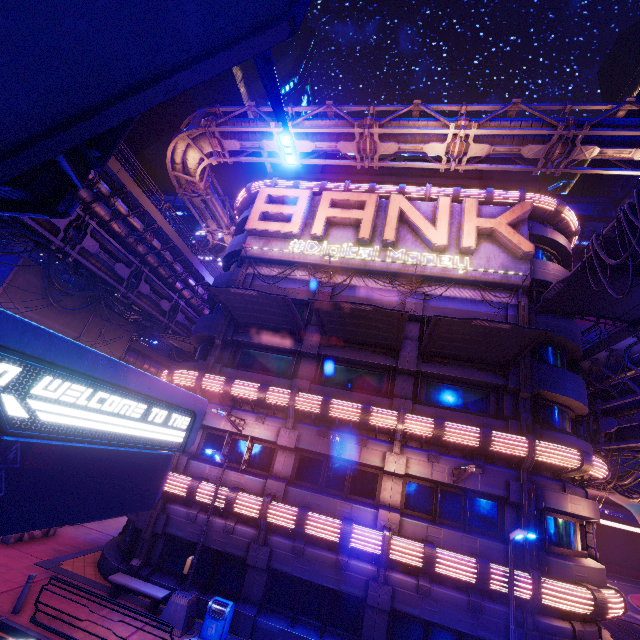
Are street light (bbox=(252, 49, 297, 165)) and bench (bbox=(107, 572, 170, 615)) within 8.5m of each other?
no

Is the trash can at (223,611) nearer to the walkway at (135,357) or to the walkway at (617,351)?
the walkway at (135,357)

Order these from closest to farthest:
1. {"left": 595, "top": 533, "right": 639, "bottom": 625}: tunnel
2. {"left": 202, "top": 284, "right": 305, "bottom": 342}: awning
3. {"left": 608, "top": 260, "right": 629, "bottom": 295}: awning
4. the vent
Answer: the vent < {"left": 608, "top": 260, "right": 629, "bottom": 295}: awning < {"left": 202, "top": 284, "right": 305, "bottom": 342}: awning < {"left": 595, "top": 533, "right": 639, "bottom": 625}: tunnel

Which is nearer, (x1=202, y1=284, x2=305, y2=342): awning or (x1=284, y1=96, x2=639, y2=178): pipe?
(x1=202, y1=284, x2=305, y2=342): awning

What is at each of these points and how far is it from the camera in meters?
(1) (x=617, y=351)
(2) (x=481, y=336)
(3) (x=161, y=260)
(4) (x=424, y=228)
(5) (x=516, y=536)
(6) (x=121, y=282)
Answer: (1) walkway, 16.7
(2) awning, 13.0
(3) walkway, 23.1
(4) sign, 17.1
(5) street light, 10.8
(6) pipe, 22.1

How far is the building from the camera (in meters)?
54.47

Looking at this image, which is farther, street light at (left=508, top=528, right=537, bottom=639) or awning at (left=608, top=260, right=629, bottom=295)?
awning at (left=608, top=260, right=629, bottom=295)

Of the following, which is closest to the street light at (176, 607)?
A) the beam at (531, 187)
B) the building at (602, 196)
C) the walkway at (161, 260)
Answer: the walkway at (161, 260)
